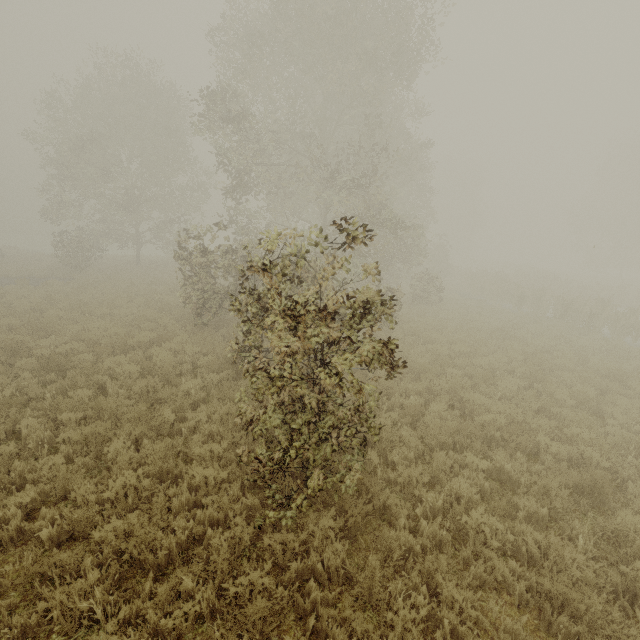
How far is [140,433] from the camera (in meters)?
6.43
